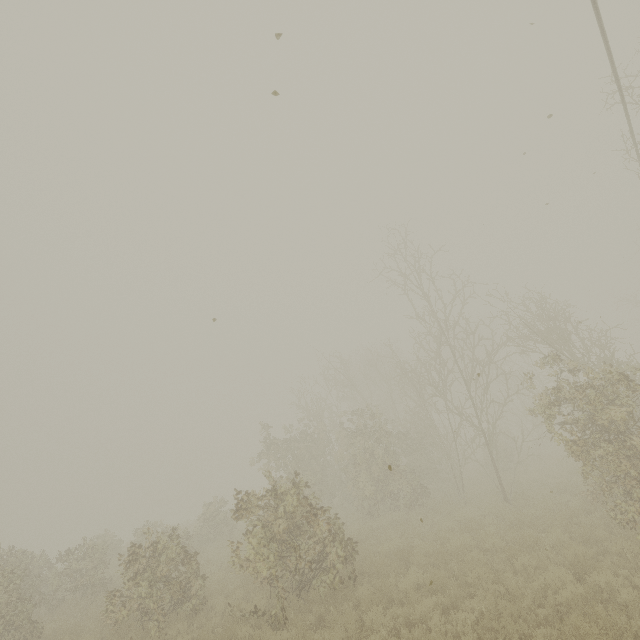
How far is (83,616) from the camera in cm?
1171
